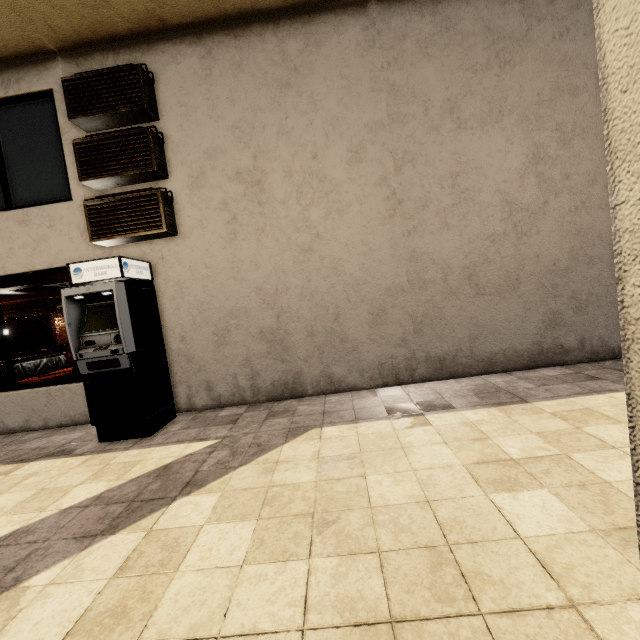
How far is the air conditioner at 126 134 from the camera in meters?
4.8 m

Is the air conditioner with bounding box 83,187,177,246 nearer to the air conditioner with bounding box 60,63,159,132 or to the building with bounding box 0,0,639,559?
the building with bounding box 0,0,639,559

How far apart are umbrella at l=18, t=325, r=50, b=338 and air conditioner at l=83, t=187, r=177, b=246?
14.43m

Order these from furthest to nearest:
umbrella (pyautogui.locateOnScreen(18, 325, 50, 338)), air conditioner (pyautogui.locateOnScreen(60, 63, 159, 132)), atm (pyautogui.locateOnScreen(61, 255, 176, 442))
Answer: umbrella (pyautogui.locateOnScreen(18, 325, 50, 338))
air conditioner (pyautogui.locateOnScreen(60, 63, 159, 132))
atm (pyautogui.locateOnScreen(61, 255, 176, 442))

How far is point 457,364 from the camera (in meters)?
5.14

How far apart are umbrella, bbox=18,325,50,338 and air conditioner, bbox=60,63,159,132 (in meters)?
14.68

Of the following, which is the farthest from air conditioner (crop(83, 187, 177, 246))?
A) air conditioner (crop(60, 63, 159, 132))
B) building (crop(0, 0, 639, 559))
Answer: air conditioner (crop(60, 63, 159, 132))

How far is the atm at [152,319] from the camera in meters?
4.2
